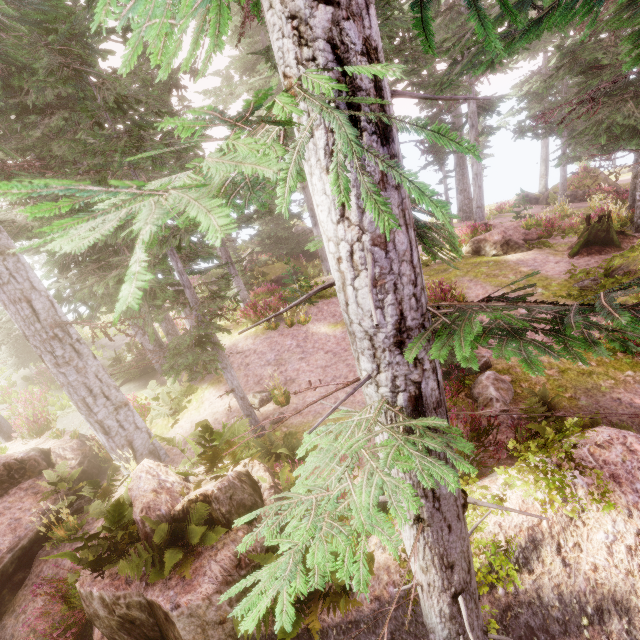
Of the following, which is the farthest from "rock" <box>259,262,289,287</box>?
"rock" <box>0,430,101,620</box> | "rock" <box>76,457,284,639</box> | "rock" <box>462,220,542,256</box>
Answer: "rock" <box>0,430,101,620</box>

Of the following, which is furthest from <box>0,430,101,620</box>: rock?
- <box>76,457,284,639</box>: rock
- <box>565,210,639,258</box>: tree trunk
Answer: <box>565,210,639,258</box>: tree trunk

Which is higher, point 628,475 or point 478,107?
point 478,107

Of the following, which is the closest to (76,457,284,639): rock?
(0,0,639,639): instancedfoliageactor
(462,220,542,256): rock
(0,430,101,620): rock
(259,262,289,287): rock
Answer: (0,0,639,639): instancedfoliageactor

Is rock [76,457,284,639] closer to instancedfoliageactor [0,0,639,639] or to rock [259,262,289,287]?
instancedfoliageactor [0,0,639,639]

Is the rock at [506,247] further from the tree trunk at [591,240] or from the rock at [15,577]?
the rock at [15,577]

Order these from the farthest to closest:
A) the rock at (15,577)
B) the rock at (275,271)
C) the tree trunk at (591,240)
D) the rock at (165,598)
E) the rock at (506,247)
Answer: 1. the rock at (275,271)
2. the rock at (506,247)
3. the tree trunk at (591,240)
4. the rock at (15,577)
5. the rock at (165,598)

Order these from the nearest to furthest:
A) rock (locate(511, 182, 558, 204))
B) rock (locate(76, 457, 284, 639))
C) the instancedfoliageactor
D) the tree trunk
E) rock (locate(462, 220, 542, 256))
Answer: the instancedfoliageactor < rock (locate(76, 457, 284, 639)) < the tree trunk < rock (locate(462, 220, 542, 256)) < rock (locate(511, 182, 558, 204))
